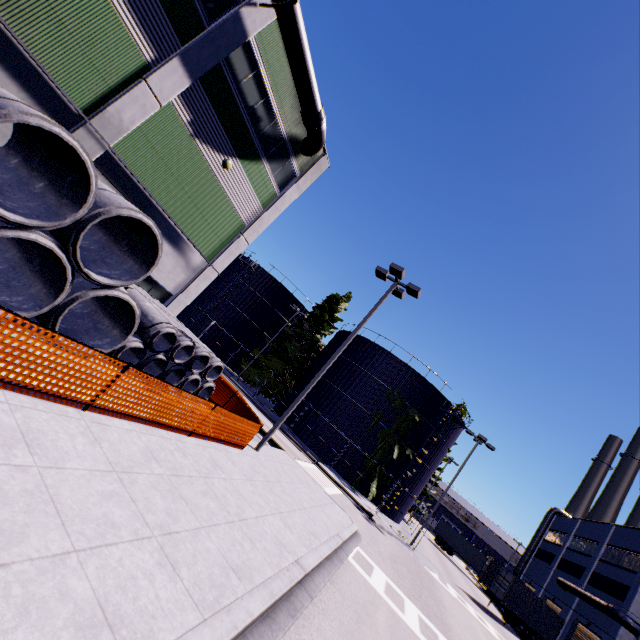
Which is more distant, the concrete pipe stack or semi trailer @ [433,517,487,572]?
semi trailer @ [433,517,487,572]

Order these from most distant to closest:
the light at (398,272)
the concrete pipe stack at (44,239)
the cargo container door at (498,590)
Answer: the cargo container door at (498,590) < the light at (398,272) < the concrete pipe stack at (44,239)

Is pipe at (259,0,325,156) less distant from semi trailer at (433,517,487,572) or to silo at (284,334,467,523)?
silo at (284,334,467,523)

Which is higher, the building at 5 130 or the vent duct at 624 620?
the vent duct at 624 620

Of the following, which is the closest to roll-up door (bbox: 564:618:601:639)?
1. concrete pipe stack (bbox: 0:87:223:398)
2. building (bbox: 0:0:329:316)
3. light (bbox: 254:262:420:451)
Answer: building (bbox: 0:0:329:316)

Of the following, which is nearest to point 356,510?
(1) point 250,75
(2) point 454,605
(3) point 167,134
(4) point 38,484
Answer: (2) point 454,605

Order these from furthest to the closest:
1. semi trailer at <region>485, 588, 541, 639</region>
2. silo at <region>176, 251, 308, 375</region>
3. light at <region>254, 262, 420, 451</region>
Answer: silo at <region>176, 251, 308, 375</region>, semi trailer at <region>485, 588, 541, 639</region>, light at <region>254, 262, 420, 451</region>

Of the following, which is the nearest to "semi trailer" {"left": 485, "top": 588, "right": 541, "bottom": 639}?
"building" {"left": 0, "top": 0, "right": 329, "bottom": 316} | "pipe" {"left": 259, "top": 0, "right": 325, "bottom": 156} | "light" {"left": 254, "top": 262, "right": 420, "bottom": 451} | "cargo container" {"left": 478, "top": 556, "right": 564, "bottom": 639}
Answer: "cargo container" {"left": 478, "top": 556, "right": 564, "bottom": 639}
